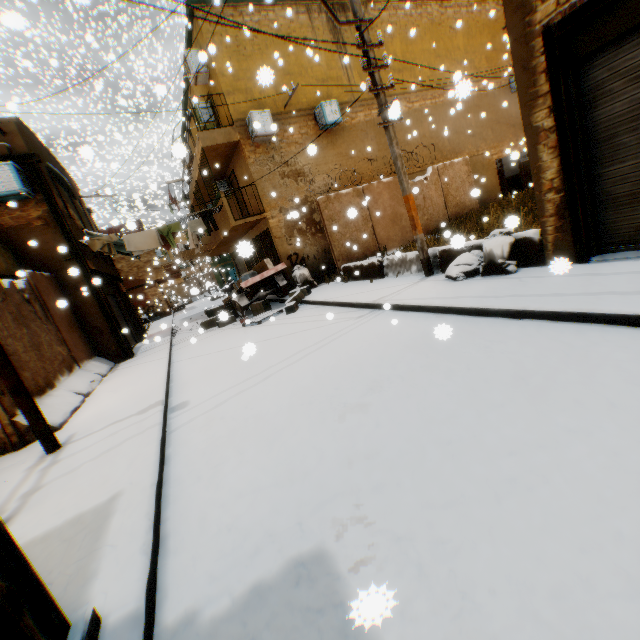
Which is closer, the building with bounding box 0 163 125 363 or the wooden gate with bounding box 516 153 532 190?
the building with bounding box 0 163 125 363

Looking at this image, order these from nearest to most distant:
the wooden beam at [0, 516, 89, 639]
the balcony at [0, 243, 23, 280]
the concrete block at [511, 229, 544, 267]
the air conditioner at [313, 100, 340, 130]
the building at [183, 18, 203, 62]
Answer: the wooden beam at [0, 516, 89, 639] < the concrete block at [511, 229, 544, 267] < the balcony at [0, 243, 23, 280] < the building at [183, 18, 203, 62] < the air conditioner at [313, 100, 340, 130]

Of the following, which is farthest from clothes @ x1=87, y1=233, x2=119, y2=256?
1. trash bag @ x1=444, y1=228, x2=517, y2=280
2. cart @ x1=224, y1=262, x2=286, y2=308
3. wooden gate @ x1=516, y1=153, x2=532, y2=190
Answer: wooden gate @ x1=516, y1=153, x2=532, y2=190

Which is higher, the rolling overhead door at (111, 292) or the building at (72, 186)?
the building at (72, 186)

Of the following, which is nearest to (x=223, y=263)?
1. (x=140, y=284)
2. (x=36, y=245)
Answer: (x=140, y=284)

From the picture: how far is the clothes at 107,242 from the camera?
10.9m

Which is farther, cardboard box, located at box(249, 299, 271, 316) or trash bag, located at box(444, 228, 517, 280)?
cardboard box, located at box(249, 299, 271, 316)

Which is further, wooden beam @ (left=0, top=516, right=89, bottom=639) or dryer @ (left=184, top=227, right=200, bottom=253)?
dryer @ (left=184, top=227, right=200, bottom=253)
